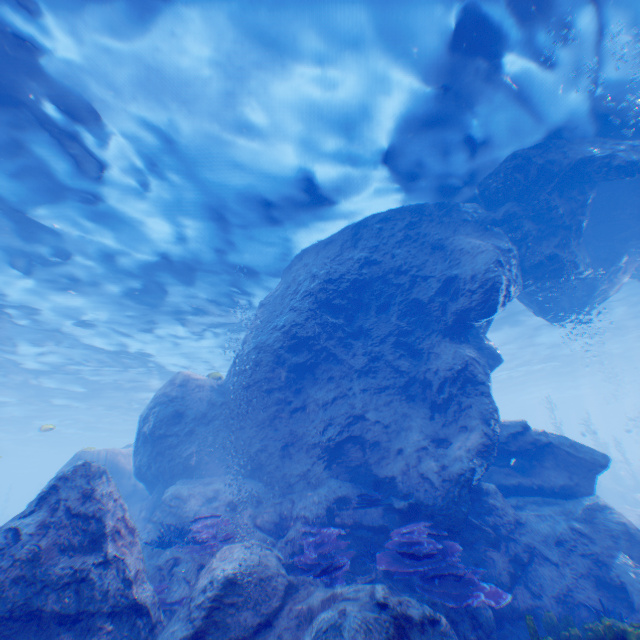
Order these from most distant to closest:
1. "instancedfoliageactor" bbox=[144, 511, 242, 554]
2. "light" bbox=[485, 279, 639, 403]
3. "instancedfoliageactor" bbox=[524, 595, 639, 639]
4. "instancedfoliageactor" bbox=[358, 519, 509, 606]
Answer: "light" bbox=[485, 279, 639, 403]
"instancedfoliageactor" bbox=[144, 511, 242, 554]
"instancedfoliageactor" bbox=[358, 519, 509, 606]
"instancedfoliageactor" bbox=[524, 595, 639, 639]

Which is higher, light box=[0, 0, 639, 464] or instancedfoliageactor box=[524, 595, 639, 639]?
light box=[0, 0, 639, 464]

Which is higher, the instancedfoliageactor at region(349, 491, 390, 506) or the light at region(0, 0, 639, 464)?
the light at region(0, 0, 639, 464)

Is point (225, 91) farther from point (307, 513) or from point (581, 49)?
point (307, 513)

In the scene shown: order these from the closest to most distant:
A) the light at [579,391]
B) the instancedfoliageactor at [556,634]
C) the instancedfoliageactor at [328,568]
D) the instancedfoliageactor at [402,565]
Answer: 1. the instancedfoliageactor at [556,634]
2. the instancedfoliageactor at [402,565]
3. the instancedfoliageactor at [328,568]
4. the light at [579,391]

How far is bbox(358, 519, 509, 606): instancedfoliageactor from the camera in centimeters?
571cm

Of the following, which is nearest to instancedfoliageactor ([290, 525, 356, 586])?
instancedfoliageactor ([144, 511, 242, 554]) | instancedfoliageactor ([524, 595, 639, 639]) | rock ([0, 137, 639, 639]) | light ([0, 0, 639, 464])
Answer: rock ([0, 137, 639, 639])

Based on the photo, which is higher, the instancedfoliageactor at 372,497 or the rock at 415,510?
the instancedfoliageactor at 372,497
